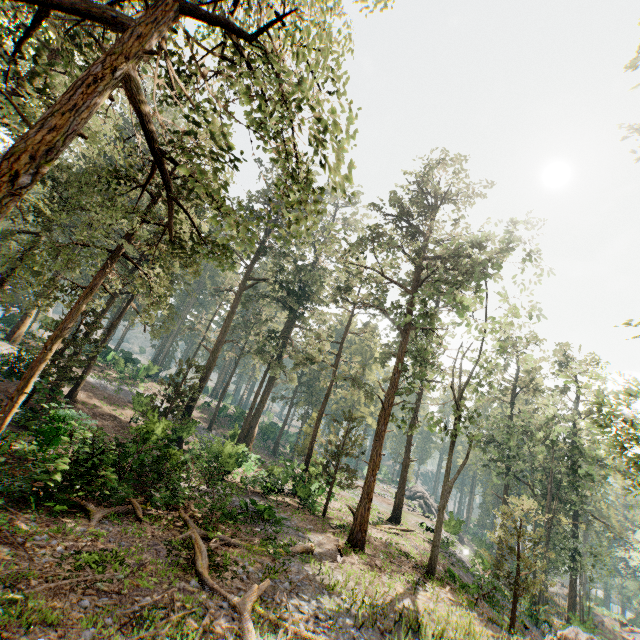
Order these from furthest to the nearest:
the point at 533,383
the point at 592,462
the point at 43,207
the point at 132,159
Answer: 1. the point at 533,383
2. the point at 132,159
3. the point at 592,462
4. the point at 43,207

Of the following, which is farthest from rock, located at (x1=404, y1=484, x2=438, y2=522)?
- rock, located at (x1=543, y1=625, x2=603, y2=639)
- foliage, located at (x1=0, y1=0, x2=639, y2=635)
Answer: rock, located at (x1=543, y1=625, x2=603, y2=639)

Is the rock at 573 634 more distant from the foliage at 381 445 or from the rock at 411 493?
the rock at 411 493

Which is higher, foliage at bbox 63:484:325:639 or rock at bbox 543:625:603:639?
rock at bbox 543:625:603:639

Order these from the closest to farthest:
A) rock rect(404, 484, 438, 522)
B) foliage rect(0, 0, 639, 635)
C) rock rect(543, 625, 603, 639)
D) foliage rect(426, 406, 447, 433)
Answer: foliage rect(0, 0, 639, 635) → rock rect(543, 625, 603, 639) → foliage rect(426, 406, 447, 433) → rock rect(404, 484, 438, 522)

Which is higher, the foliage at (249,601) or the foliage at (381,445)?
the foliage at (381,445)

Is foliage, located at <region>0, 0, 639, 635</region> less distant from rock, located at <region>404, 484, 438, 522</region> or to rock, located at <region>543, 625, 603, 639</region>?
rock, located at <region>543, 625, 603, 639</region>
